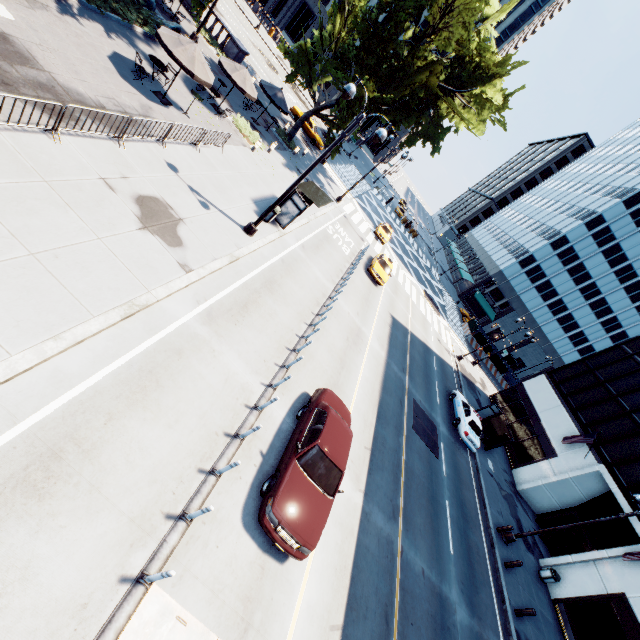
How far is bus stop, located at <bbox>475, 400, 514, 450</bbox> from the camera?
24.2 meters

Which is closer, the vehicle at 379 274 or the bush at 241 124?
the bush at 241 124

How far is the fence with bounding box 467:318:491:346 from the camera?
46.4m

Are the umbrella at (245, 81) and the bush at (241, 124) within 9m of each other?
yes

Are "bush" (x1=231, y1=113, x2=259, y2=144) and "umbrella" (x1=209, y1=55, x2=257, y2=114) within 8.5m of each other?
yes

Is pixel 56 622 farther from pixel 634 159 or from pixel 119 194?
pixel 634 159

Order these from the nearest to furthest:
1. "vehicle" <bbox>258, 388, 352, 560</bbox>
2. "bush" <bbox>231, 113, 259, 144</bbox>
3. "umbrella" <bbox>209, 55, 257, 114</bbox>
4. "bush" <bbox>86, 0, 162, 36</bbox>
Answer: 1. "vehicle" <bbox>258, 388, 352, 560</bbox>
2. "bush" <bbox>86, 0, 162, 36</bbox>
3. "umbrella" <bbox>209, 55, 257, 114</bbox>
4. "bush" <bbox>231, 113, 259, 144</bbox>

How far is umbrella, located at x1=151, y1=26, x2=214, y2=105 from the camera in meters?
13.6 m
